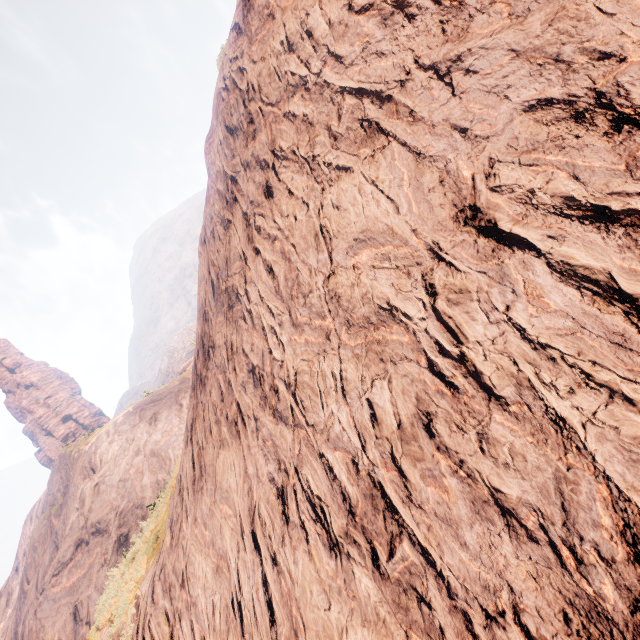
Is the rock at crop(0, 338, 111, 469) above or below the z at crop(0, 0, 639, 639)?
above

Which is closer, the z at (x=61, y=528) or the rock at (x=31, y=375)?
the z at (x=61, y=528)

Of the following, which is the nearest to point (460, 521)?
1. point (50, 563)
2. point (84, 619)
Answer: point (84, 619)

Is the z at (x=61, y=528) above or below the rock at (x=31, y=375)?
below

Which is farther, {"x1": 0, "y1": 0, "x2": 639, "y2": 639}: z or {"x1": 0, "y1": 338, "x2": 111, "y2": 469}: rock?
{"x1": 0, "y1": 338, "x2": 111, "y2": 469}: rock
